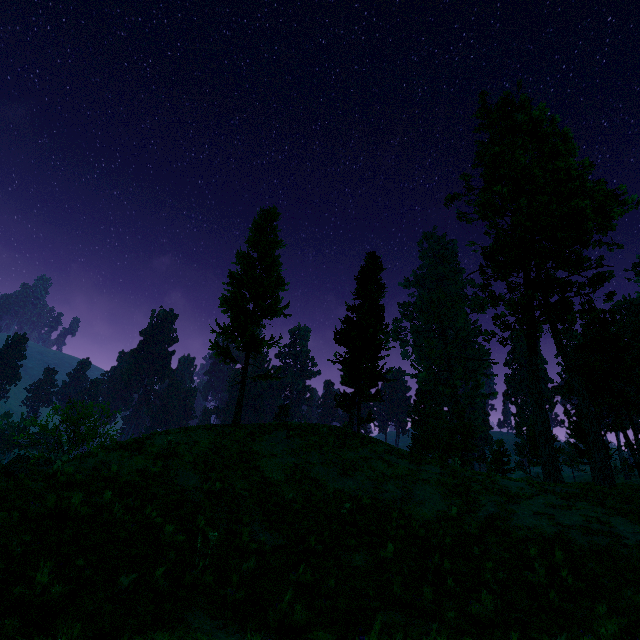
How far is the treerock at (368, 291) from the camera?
25.09m

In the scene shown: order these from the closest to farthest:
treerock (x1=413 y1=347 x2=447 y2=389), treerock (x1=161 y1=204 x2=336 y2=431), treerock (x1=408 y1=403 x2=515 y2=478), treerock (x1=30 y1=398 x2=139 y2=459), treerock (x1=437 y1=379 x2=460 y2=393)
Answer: treerock (x1=161 y1=204 x2=336 y2=431)
treerock (x1=408 y1=403 x2=515 y2=478)
treerock (x1=30 y1=398 x2=139 y2=459)
treerock (x1=413 y1=347 x2=447 y2=389)
treerock (x1=437 y1=379 x2=460 y2=393)

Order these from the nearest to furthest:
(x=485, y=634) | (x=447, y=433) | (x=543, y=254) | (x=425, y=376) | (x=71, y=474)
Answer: (x=485, y=634) → (x=71, y=474) → (x=543, y=254) → (x=447, y=433) → (x=425, y=376)

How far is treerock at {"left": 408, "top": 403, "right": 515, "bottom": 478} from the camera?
27.4m

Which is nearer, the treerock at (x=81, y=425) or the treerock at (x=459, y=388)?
the treerock at (x=81, y=425)
